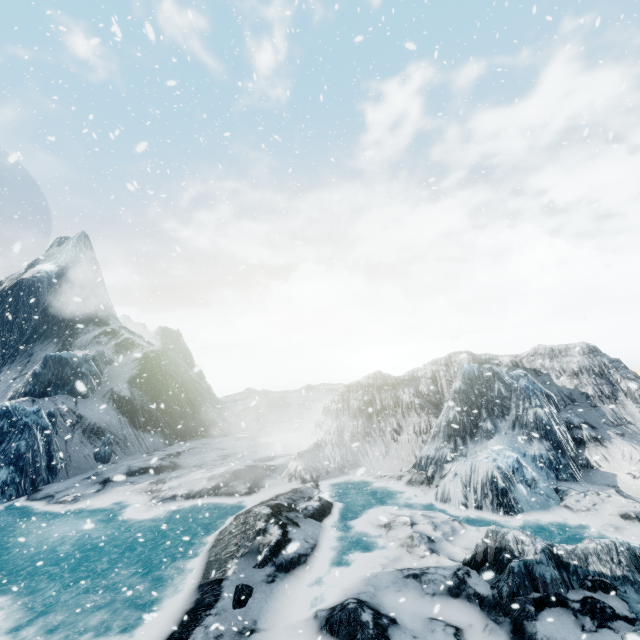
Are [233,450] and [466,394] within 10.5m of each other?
no
